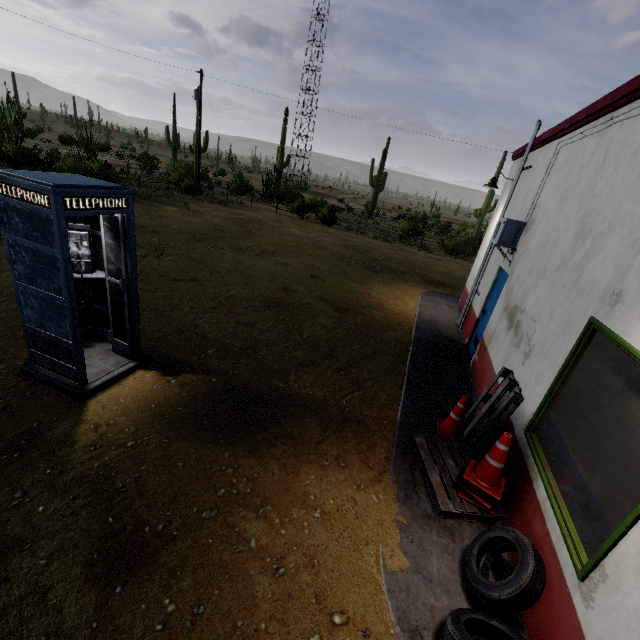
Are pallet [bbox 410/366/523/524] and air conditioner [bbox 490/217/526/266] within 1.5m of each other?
no

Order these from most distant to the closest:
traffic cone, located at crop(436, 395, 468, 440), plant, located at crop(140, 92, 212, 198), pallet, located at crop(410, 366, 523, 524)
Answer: plant, located at crop(140, 92, 212, 198) < traffic cone, located at crop(436, 395, 468, 440) < pallet, located at crop(410, 366, 523, 524)

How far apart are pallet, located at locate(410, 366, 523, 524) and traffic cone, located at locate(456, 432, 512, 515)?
0.0 meters

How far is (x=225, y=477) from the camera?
3.7m

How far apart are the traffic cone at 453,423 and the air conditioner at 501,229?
3.5m

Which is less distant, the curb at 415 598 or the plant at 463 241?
the curb at 415 598

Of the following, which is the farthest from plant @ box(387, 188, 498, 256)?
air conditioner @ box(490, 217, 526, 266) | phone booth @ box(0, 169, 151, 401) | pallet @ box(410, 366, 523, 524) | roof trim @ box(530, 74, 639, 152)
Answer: phone booth @ box(0, 169, 151, 401)

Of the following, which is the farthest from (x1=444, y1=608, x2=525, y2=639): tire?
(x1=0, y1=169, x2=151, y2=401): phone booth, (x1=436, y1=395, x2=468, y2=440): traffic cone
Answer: (x1=0, y1=169, x2=151, y2=401): phone booth
